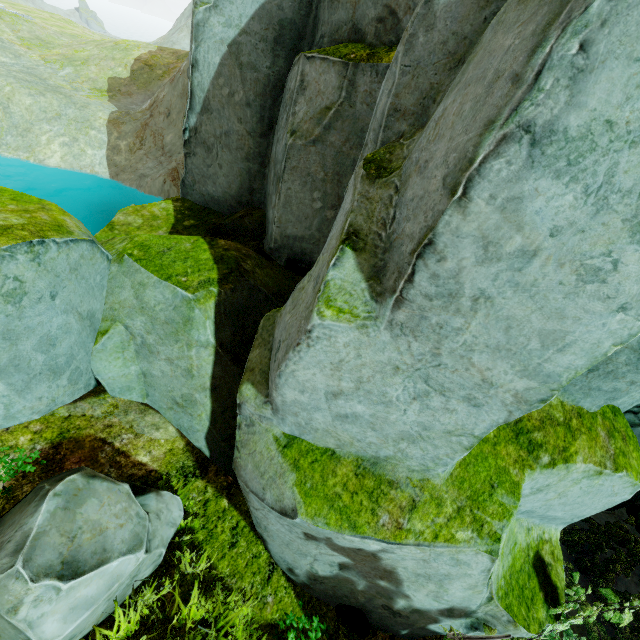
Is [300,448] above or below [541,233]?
below

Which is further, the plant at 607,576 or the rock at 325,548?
the plant at 607,576

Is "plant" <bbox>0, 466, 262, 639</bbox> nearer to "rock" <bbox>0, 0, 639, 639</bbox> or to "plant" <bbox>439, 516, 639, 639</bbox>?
"rock" <bbox>0, 0, 639, 639</bbox>

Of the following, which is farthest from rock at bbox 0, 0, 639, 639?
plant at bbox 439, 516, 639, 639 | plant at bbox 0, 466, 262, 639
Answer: plant at bbox 0, 466, 262, 639

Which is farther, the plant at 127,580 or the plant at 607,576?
the plant at 607,576
